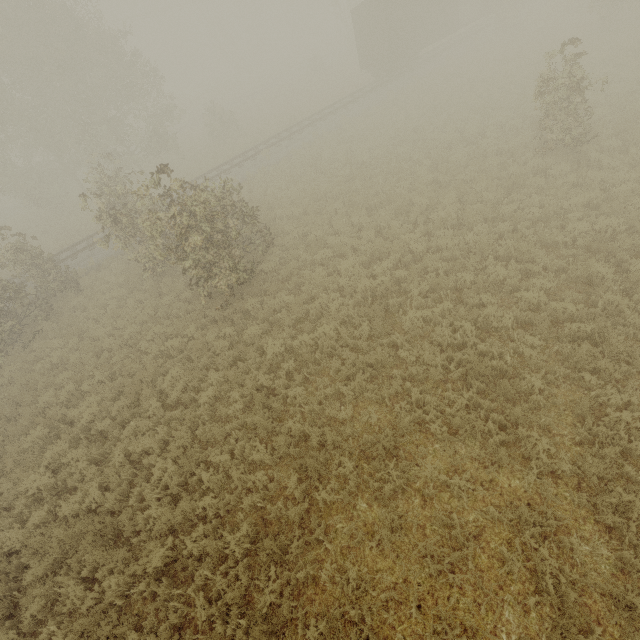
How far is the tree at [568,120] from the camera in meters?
10.3 m

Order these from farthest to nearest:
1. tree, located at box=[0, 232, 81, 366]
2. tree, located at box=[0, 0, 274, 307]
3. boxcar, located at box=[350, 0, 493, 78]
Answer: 1. boxcar, located at box=[350, 0, 493, 78]
2. tree, located at box=[0, 232, 81, 366]
3. tree, located at box=[0, 0, 274, 307]

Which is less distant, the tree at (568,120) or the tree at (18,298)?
the tree at (568,120)

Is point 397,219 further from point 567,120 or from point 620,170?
point 620,170

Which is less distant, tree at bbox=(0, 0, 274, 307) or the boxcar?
tree at bbox=(0, 0, 274, 307)

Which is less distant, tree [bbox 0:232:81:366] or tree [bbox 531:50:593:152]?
tree [bbox 531:50:593:152]

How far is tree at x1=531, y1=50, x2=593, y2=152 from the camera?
10.3m
